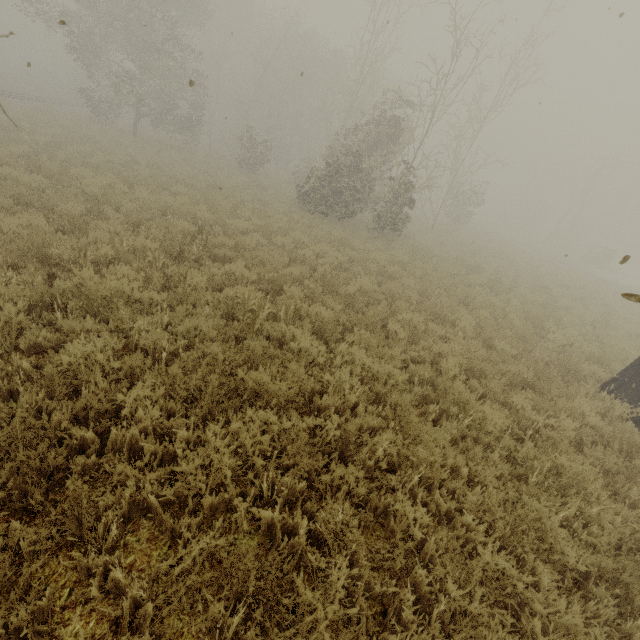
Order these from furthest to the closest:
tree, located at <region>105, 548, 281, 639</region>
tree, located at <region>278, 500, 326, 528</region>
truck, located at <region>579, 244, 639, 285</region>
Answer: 1. truck, located at <region>579, 244, 639, 285</region>
2. tree, located at <region>278, 500, 326, 528</region>
3. tree, located at <region>105, 548, 281, 639</region>

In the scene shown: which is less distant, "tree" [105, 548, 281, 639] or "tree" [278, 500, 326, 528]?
"tree" [105, 548, 281, 639]

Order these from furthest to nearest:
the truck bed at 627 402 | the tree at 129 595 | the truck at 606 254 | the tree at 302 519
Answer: the truck at 606 254 < the truck bed at 627 402 < the tree at 302 519 < the tree at 129 595

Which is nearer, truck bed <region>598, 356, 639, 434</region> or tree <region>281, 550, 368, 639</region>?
tree <region>281, 550, 368, 639</region>

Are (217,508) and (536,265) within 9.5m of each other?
no

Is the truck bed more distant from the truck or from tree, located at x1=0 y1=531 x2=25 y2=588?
the truck

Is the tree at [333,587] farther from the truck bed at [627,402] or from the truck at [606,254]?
the truck at [606,254]

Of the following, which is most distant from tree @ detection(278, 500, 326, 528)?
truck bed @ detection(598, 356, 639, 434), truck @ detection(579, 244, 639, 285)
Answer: truck @ detection(579, 244, 639, 285)
